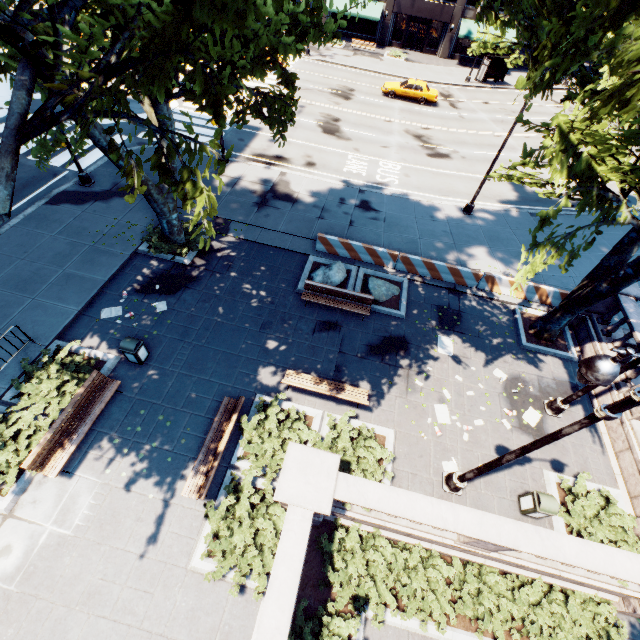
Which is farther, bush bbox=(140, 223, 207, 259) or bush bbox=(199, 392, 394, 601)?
bush bbox=(140, 223, 207, 259)

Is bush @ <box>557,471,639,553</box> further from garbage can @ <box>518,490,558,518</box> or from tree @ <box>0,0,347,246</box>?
→ tree @ <box>0,0,347,246</box>

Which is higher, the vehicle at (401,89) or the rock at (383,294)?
the vehicle at (401,89)

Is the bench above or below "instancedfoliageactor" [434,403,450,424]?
above

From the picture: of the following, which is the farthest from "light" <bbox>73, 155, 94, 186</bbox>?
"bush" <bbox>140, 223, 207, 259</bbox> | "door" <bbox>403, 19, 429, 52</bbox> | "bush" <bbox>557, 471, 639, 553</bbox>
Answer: "door" <bbox>403, 19, 429, 52</bbox>

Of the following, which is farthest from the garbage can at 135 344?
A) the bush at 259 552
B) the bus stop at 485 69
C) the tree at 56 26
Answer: the bus stop at 485 69

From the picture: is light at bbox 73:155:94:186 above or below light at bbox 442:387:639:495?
above

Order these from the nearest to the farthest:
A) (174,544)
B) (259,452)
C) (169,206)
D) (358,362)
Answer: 1. (174,544)
2. (259,452)
3. (358,362)
4. (169,206)
